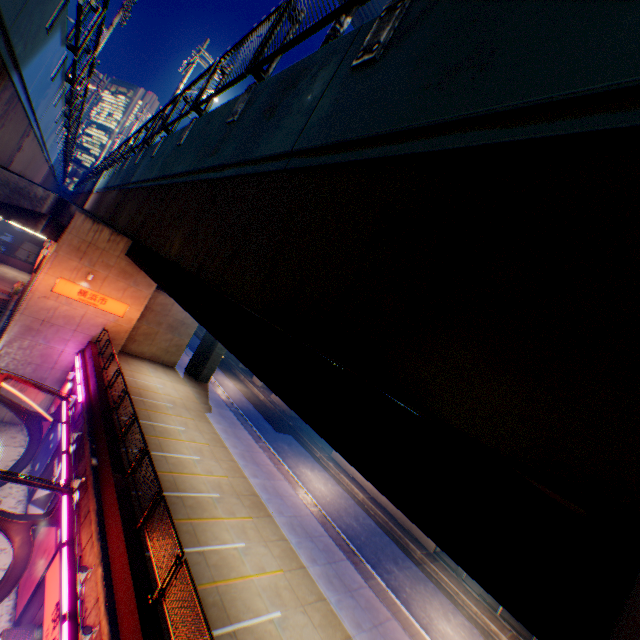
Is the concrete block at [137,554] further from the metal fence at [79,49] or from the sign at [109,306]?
the sign at [109,306]

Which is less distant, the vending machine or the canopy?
the canopy

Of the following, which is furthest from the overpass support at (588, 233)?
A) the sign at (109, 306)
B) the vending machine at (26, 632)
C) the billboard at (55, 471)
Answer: the vending machine at (26, 632)

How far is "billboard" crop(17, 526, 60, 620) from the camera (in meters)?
12.43

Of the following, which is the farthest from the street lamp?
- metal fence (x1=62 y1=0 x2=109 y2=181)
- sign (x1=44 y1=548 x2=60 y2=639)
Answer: metal fence (x1=62 y1=0 x2=109 y2=181)

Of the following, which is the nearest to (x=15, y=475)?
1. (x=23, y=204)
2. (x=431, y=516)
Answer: (x=431, y=516)

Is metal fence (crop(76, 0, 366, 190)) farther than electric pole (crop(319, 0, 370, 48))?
No

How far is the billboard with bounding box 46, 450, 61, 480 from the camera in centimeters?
1574cm
